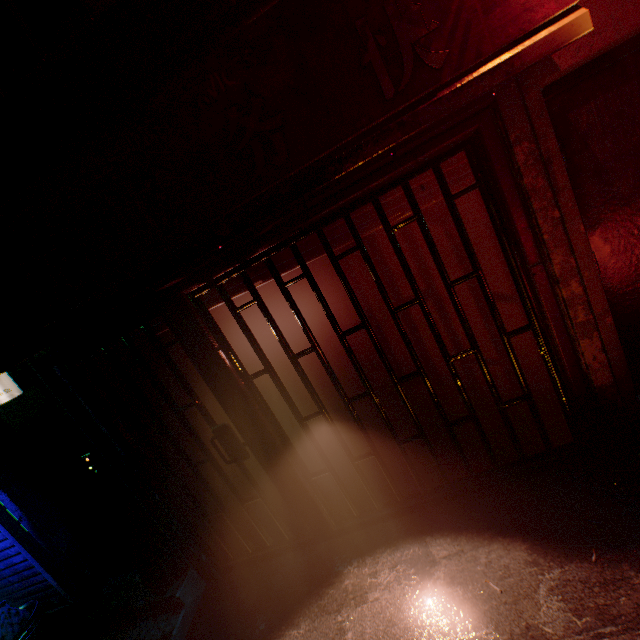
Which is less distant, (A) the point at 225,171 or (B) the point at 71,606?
(A) the point at 225,171

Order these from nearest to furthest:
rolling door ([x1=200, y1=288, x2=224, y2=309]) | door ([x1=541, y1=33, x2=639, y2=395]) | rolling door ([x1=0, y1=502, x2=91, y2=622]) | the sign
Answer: the sign, door ([x1=541, y1=33, x2=639, y2=395]), rolling door ([x1=200, y1=288, x2=224, y2=309]), rolling door ([x1=0, y1=502, x2=91, y2=622])

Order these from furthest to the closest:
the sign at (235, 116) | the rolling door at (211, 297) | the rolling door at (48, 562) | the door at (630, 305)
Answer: the rolling door at (48, 562) → the rolling door at (211, 297) → the door at (630, 305) → the sign at (235, 116)

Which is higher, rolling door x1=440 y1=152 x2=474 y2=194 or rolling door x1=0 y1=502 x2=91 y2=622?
rolling door x1=440 y1=152 x2=474 y2=194

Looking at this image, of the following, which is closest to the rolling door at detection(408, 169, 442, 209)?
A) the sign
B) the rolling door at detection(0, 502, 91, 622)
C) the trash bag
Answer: the sign

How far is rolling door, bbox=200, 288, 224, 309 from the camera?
2.2m

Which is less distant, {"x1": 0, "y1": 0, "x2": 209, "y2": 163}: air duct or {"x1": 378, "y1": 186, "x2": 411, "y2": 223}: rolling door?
{"x1": 0, "y1": 0, "x2": 209, "y2": 163}: air duct

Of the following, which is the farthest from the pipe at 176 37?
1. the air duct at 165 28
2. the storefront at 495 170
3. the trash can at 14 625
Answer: the trash can at 14 625
